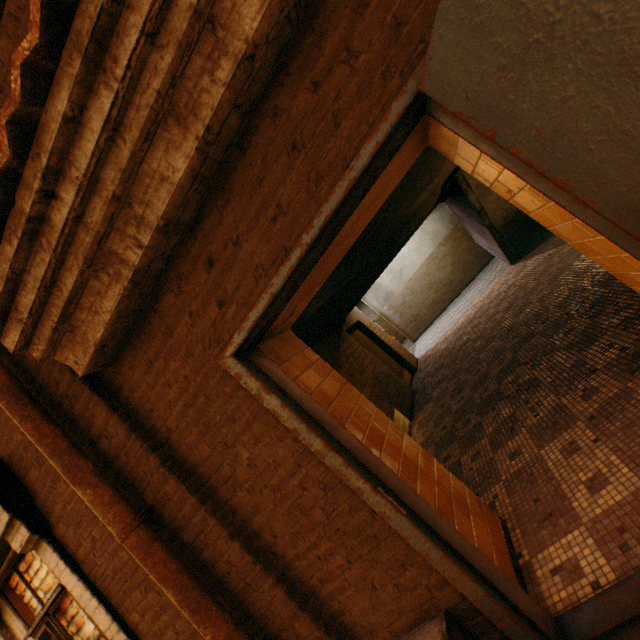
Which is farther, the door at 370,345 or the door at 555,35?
the door at 370,345

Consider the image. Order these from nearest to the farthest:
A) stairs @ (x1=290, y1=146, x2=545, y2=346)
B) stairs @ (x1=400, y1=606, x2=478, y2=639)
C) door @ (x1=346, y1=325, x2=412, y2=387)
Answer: stairs @ (x1=400, y1=606, x2=478, y2=639) < stairs @ (x1=290, y1=146, x2=545, y2=346) < door @ (x1=346, y1=325, x2=412, y2=387)

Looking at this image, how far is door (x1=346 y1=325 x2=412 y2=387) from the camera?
8.4m

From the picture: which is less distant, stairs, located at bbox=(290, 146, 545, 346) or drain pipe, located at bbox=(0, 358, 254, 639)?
drain pipe, located at bbox=(0, 358, 254, 639)

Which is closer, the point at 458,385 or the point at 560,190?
the point at 560,190

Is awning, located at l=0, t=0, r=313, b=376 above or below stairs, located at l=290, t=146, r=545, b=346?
above

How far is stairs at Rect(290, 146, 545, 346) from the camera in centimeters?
358cm

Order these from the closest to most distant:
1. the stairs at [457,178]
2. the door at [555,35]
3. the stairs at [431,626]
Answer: the door at [555,35] → the stairs at [431,626] → the stairs at [457,178]
